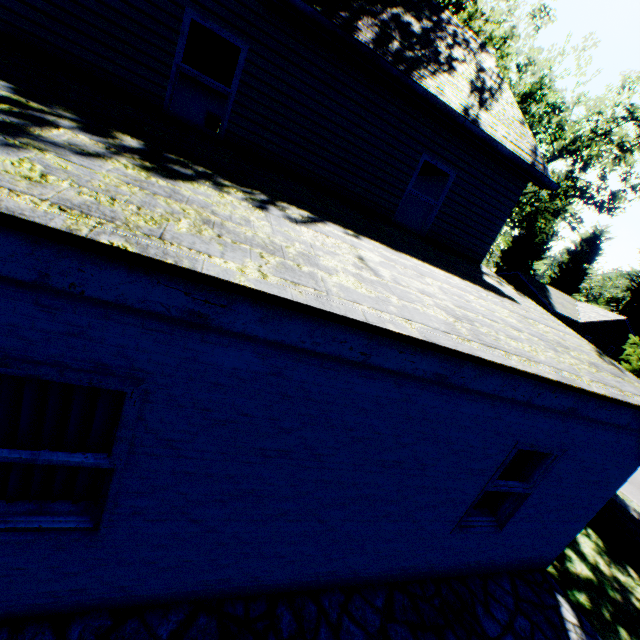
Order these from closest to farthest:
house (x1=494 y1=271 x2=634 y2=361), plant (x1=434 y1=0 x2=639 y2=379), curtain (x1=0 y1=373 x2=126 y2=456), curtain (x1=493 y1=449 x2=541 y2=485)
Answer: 1. curtain (x1=0 y1=373 x2=126 y2=456)
2. curtain (x1=493 y1=449 x2=541 y2=485)
3. plant (x1=434 y1=0 x2=639 y2=379)
4. house (x1=494 y1=271 x2=634 y2=361)

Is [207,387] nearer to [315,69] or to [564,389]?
[564,389]

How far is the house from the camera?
32.12m

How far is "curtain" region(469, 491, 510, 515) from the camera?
4.6 meters

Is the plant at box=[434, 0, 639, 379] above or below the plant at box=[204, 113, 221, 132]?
→ above

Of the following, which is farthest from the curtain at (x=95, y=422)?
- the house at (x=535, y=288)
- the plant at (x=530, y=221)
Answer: the house at (x=535, y=288)

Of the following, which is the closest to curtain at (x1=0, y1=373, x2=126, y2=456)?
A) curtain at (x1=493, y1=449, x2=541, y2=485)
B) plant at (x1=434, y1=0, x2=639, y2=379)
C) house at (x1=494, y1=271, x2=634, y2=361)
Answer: curtain at (x1=493, y1=449, x2=541, y2=485)

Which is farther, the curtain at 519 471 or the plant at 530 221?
the plant at 530 221
